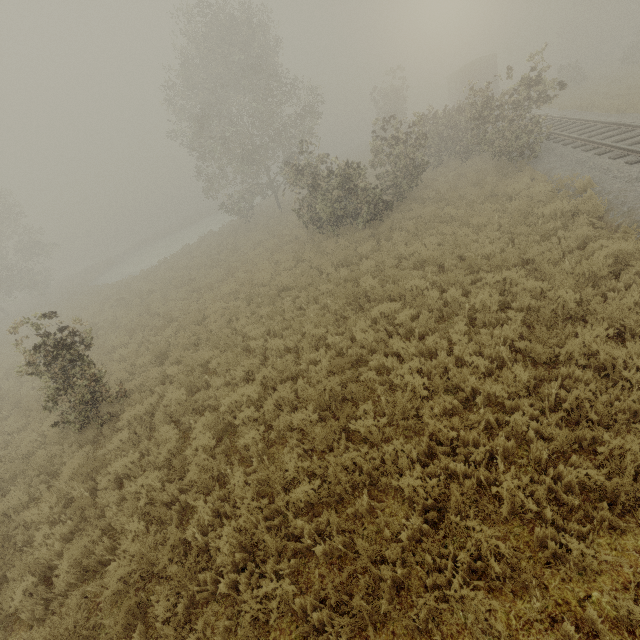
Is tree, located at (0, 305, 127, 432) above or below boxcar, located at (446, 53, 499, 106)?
below

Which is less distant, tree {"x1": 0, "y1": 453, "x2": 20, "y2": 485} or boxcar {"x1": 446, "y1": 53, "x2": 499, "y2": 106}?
tree {"x1": 0, "y1": 453, "x2": 20, "y2": 485}

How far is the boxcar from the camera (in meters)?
32.72

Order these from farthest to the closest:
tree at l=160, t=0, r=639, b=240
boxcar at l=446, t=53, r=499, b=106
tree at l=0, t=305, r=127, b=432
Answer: boxcar at l=446, t=53, r=499, b=106
tree at l=160, t=0, r=639, b=240
tree at l=0, t=305, r=127, b=432

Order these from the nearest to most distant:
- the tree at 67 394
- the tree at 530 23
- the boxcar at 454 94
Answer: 1. the tree at 67 394
2. the tree at 530 23
3. the boxcar at 454 94

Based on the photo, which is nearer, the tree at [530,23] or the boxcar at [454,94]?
the tree at [530,23]

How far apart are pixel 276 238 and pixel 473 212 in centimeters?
1233cm
